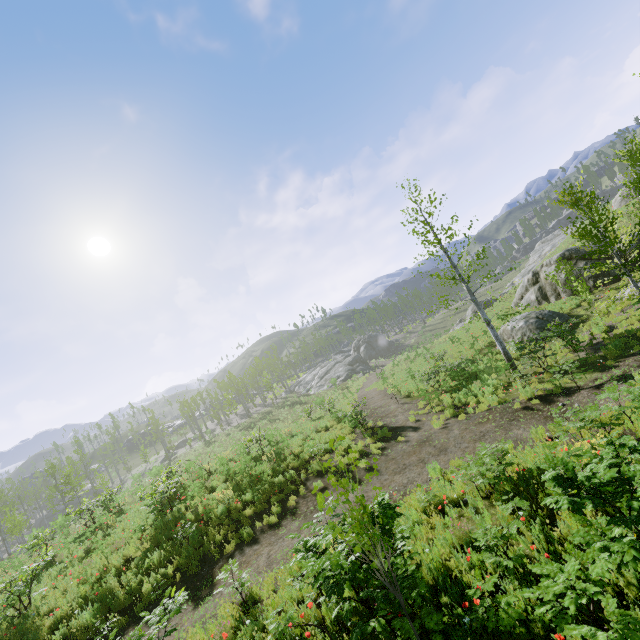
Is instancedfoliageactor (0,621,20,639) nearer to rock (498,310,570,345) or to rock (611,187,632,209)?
rock (498,310,570,345)

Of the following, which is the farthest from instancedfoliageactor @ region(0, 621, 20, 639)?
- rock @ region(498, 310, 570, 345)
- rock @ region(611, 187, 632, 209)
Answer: rock @ region(611, 187, 632, 209)

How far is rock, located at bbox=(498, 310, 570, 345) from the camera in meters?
18.0

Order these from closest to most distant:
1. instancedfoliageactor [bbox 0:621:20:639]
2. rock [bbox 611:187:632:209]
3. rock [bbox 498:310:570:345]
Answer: instancedfoliageactor [bbox 0:621:20:639] < rock [bbox 498:310:570:345] < rock [bbox 611:187:632:209]

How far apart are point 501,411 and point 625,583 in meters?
8.6

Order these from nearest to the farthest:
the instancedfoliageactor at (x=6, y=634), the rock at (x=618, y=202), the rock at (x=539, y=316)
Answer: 1. the instancedfoliageactor at (x=6, y=634)
2. the rock at (x=539, y=316)
3. the rock at (x=618, y=202)

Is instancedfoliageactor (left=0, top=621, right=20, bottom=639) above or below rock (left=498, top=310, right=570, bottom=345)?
above

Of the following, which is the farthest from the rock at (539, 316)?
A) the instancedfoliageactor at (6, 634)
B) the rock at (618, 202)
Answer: the instancedfoliageactor at (6, 634)
